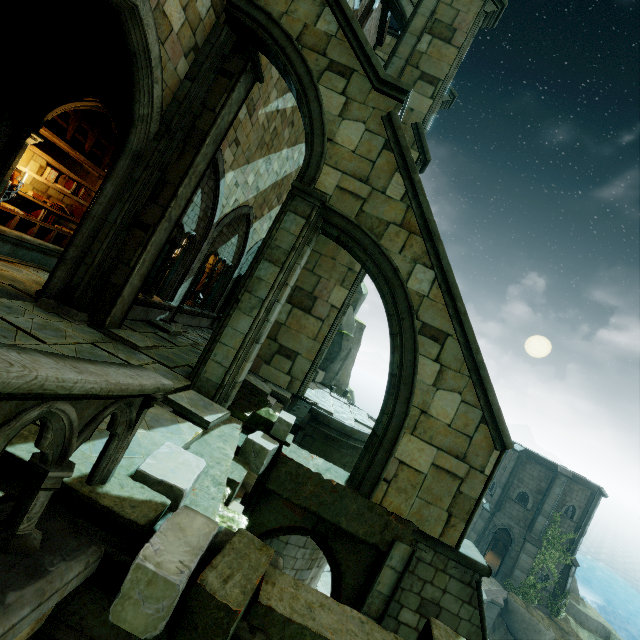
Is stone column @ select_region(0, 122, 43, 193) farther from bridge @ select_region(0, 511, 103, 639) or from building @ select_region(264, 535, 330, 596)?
building @ select_region(264, 535, 330, 596)

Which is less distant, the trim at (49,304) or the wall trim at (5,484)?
the wall trim at (5,484)

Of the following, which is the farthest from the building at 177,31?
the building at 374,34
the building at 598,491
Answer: the building at 598,491

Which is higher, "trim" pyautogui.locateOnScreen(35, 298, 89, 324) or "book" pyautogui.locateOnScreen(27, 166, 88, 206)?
"book" pyautogui.locateOnScreen(27, 166, 88, 206)

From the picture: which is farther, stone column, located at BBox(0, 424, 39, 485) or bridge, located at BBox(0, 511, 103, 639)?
stone column, located at BBox(0, 424, 39, 485)

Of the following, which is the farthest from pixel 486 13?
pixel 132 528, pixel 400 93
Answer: pixel 132 528

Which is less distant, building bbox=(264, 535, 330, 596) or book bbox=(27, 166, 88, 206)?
book bbox=(27, 166, 88, 206)

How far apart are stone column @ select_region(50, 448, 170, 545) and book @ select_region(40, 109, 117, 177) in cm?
890
